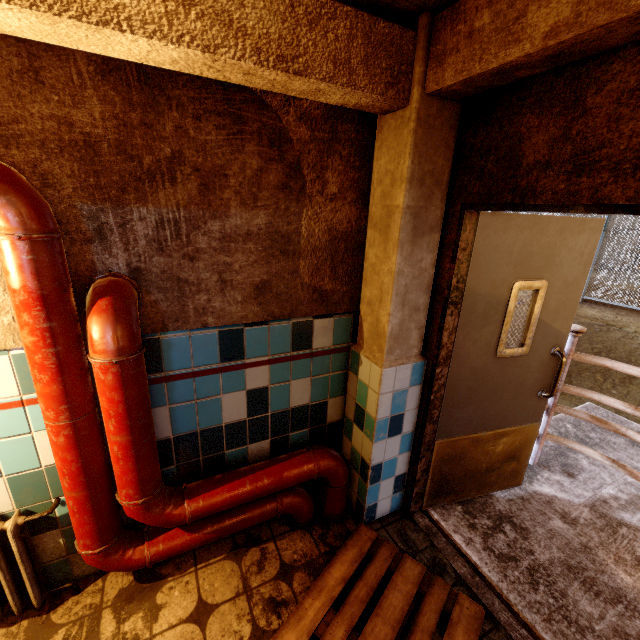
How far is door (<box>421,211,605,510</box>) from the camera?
1.91m

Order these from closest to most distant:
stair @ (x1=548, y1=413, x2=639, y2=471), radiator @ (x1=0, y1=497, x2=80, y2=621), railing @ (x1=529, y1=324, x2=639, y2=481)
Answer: radiator @ (x1=0, y1=497, x2=80, y2=621) < railing @ (x1=529, y1=324, x2=639, y2=481) < stair @ (x1=548, y1=413, x2=639, y2=471)

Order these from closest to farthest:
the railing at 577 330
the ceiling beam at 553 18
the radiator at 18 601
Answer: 1. the ceiling beam at 553 18
2. the radiator at 18 601
3. the railing at 577 330

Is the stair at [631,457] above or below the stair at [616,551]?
above

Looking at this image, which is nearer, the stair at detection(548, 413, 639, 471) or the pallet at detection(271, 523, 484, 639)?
the pallet at detection(271, 523, 484, 639)

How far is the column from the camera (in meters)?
1.60

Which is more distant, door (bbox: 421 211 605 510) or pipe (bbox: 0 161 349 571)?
door (bbox: 421 211 605 510)

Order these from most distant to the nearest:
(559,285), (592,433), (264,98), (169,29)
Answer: Result:
1. (592,433)
2. (559,285)
3. (264,98)
4. (169,29)
